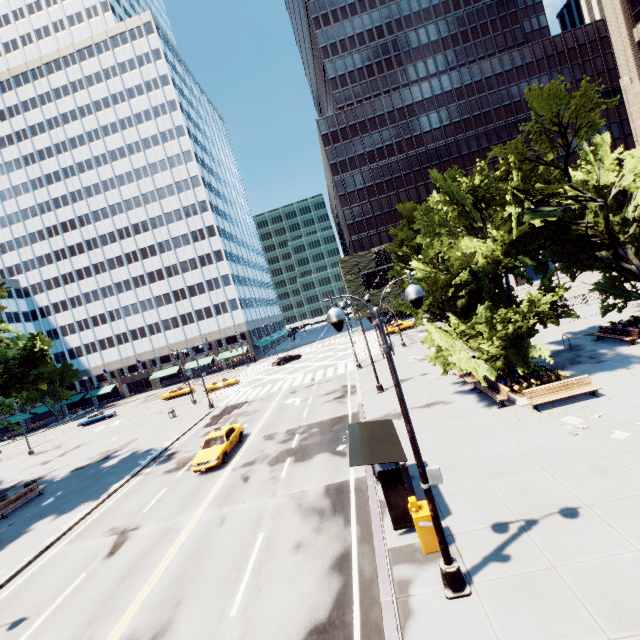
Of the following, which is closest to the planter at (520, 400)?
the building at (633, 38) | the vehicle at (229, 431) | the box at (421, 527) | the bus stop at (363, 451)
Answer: the bus stop at (363, 451)

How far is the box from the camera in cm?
877

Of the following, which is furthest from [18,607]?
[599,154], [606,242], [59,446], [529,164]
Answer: [599,154]

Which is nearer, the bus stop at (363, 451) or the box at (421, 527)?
the box at (421, 527)

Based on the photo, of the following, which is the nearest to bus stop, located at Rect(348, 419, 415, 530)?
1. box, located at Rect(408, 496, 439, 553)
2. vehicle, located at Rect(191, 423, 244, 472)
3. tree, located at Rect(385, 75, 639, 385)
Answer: box, located at Rect(408, 496, 439, 553)

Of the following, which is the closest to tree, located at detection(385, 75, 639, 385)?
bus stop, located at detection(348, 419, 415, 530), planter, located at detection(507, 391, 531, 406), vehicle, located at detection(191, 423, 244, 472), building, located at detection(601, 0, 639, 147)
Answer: planter, located at detection(507, 391, 531, 406)

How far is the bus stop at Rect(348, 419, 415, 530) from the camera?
9.6 meters

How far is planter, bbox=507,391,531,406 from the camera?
15.44m
